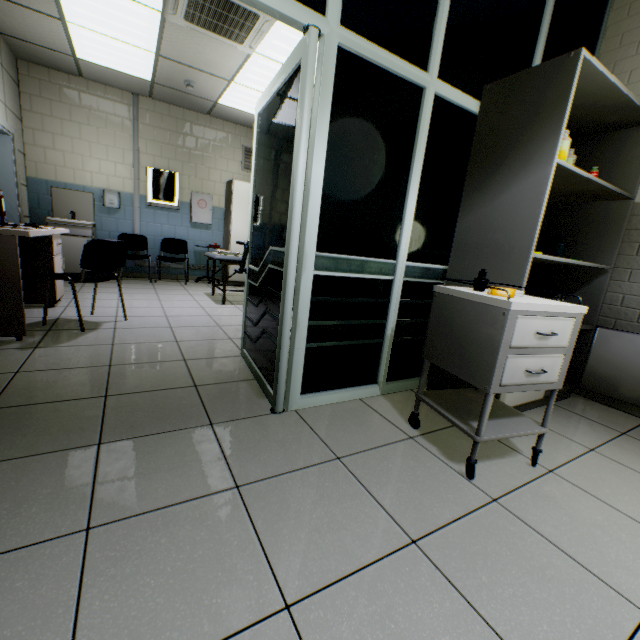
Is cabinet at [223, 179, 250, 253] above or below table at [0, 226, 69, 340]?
above

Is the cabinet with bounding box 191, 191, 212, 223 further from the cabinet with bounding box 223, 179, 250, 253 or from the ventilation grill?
the ventilation grill

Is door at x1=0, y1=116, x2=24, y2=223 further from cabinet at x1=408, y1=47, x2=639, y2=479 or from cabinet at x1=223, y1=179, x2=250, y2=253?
cabinet at x1=408, y1=47, x2=639, y2=479

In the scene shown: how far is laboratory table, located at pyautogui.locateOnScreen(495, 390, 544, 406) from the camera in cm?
205

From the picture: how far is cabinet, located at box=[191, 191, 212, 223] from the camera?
6.4m

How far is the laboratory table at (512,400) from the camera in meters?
2.0

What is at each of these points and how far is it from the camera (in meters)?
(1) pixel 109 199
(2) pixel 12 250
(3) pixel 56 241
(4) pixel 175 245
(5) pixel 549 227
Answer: (1) hand dryer, 5.74
(2) table, 2.42
(3) drawer, 3.60
(4) chair, 6.45
(5) cabinet, 2.81

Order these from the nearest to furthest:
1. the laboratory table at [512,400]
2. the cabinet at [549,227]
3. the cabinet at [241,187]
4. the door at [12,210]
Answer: the cabinet at [549,227] < the laboratory table at [512,400] < the door at [12,210] < the cabinet at [241,187]
